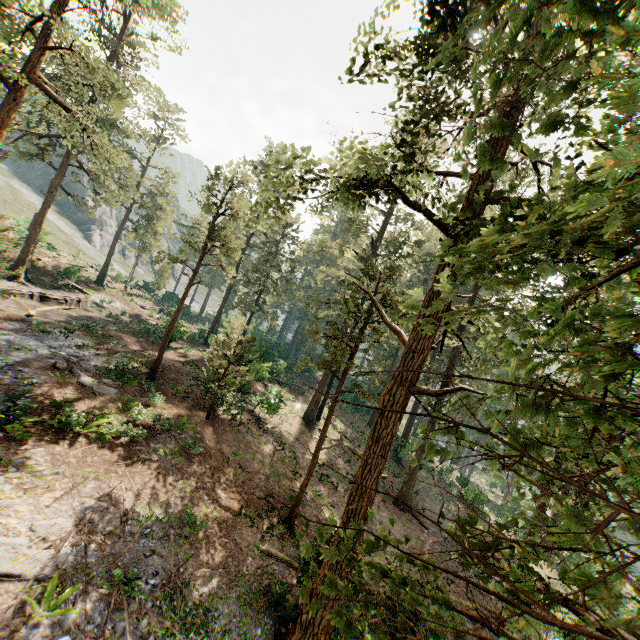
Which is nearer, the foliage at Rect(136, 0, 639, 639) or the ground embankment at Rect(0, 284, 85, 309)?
the foliage at Rect(136, 0, 639, 639)

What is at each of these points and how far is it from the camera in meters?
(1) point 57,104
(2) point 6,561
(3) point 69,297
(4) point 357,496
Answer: (1) foliage, 18.2 m
(2) foliage, 8.1 m
(3) ground embankment, 30.6 m
(4) foliage, 9.5 m

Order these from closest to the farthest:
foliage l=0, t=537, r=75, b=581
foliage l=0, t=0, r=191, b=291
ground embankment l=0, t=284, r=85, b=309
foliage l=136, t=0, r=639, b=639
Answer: foliage l=136, t=0, r=639, b=639
foliage l=0, t=537, r=75, b=581
foliage l=0, t=0, r=191, b=291
ground embankment l=0, t=284, r=85, b=309

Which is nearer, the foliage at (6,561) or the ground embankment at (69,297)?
the foliage at (6,561)

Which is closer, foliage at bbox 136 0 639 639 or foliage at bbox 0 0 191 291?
foliage at bbox 136 0 639 639

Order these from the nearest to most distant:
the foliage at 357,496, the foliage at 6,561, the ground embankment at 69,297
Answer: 1. the foliage at 357,496
2. the foliage at 6,561
3. the ground embankment at 69,297

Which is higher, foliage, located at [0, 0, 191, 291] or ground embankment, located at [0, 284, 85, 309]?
foliage, located at [0, 0, 191, 291]
